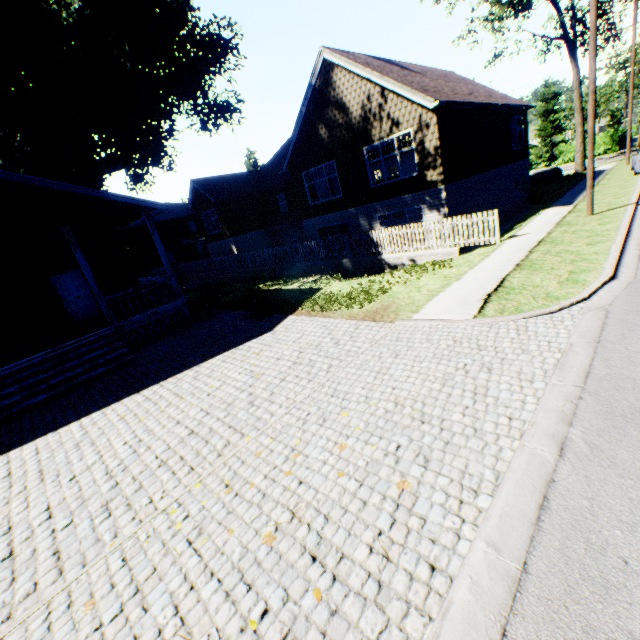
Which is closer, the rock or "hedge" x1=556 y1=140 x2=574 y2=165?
the rock

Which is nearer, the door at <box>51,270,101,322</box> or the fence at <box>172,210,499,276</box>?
the fence at <box>172,210,499,276</box>

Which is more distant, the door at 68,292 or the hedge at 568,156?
the hedge at 568,156

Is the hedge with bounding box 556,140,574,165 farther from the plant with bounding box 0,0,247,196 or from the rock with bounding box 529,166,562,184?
the plant with bounding box 0,0,247,196

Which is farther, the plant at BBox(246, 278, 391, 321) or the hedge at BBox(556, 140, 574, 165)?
the hedge at BBox(556, 140, 574, 165)

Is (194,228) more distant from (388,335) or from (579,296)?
(579,296)

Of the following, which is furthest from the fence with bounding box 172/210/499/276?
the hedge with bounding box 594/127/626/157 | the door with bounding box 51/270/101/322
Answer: the hedge with bounding box 594/127/626/157

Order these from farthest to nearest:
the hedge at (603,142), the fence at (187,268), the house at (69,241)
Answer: the hedge at (603,142)
the fence at (187,268)
the house at (69,241)
